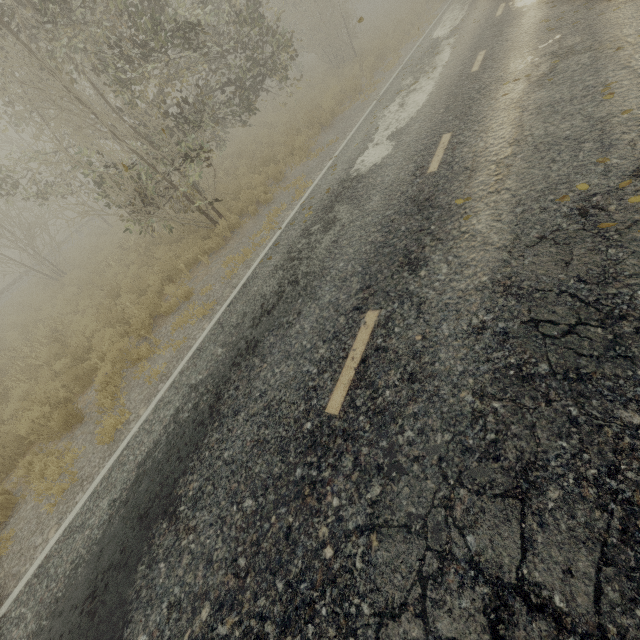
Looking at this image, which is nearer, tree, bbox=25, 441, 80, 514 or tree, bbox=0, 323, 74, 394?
tree, bbox=25, 441, 80, 514

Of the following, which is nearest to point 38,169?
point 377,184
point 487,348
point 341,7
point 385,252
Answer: point 377,184

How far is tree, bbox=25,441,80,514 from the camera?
5.29m

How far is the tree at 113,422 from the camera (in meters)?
5.67

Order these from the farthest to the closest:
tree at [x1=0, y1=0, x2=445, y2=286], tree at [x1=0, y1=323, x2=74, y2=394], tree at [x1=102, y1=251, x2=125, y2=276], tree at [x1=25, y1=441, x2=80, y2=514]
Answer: tree at [x1=102, y1=251, x2=125, y2=276] < tree at [x1=0, y1=323, x2=74, y2=394] < tree at [x1=0, y1=0, x2=445, y2=286] < tree at [x1=25, y1=441, x2=80, y2=514]

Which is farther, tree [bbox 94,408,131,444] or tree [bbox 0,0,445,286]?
tree [bbox 0,0,445,286]

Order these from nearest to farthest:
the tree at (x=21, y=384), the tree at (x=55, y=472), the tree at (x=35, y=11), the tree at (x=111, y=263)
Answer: the tree at (x=55, y=472)
the tree at (x=35, y=11)
the tree at (x=21, y=384)
the tree at (x=111, y=263)
